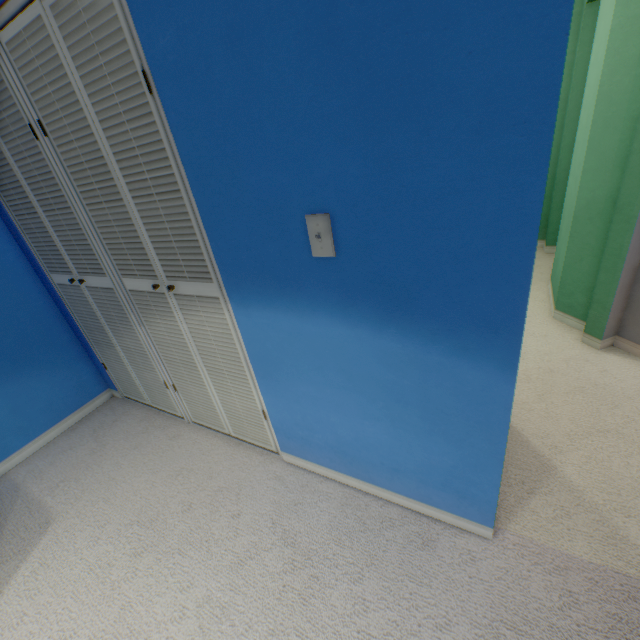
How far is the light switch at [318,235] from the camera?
0.9m

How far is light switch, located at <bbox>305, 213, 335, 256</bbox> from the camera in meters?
0.9

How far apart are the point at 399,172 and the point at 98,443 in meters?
2.5
